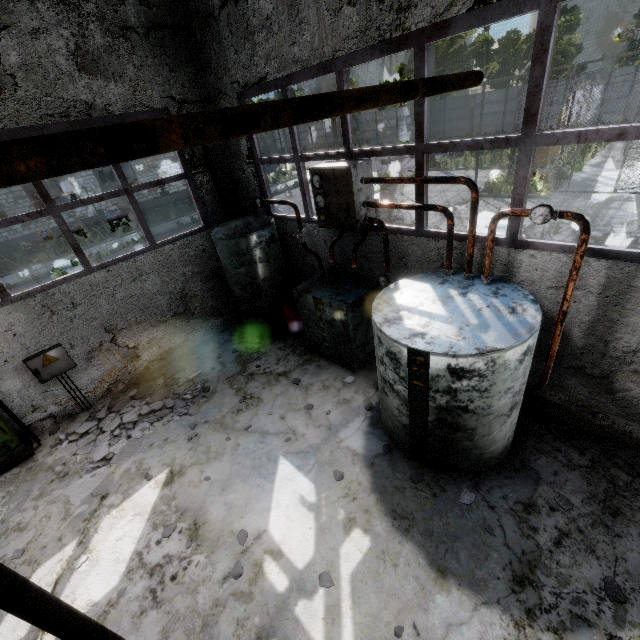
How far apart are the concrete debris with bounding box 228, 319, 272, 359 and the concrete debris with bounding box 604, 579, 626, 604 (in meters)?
6.30

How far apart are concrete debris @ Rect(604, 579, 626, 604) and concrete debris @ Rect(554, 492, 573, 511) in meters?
0.7

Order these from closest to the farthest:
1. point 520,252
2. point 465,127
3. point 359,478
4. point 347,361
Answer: point 520,252, point 359,478, point 347,361, point 465,127

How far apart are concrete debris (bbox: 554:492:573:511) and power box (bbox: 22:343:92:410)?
8.4 meters

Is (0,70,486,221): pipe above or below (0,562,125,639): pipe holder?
above

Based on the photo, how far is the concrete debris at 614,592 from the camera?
3.13m

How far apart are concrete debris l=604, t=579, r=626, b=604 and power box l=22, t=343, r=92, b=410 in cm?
874

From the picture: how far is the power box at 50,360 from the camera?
6.04m
